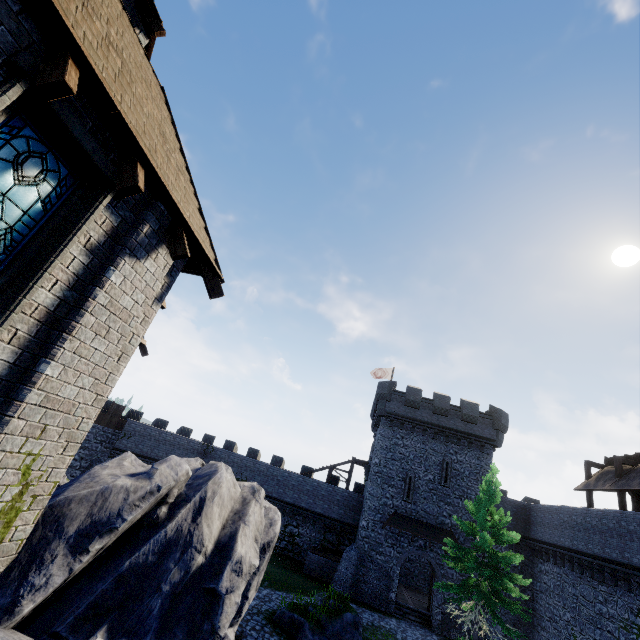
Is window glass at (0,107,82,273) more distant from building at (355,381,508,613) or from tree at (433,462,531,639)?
building at (355,381,508,613)

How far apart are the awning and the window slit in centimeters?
273cm

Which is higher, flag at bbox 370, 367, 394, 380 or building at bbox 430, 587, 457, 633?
flag at bbox 370, 367, 394, 380

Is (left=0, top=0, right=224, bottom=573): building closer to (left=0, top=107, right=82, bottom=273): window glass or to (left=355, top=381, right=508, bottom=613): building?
(left=0, top=107, right=82, bottom=273): window glass

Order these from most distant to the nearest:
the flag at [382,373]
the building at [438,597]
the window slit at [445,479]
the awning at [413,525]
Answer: the flag at [382,373]
the window slit at [445,479]
the awning at [413,525]
the building at [438,597]

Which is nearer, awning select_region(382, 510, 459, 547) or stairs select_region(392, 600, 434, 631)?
stairs select_region(392, 600, 434, 631)

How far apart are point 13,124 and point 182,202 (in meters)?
2.37

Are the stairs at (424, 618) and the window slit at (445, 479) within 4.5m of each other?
no
